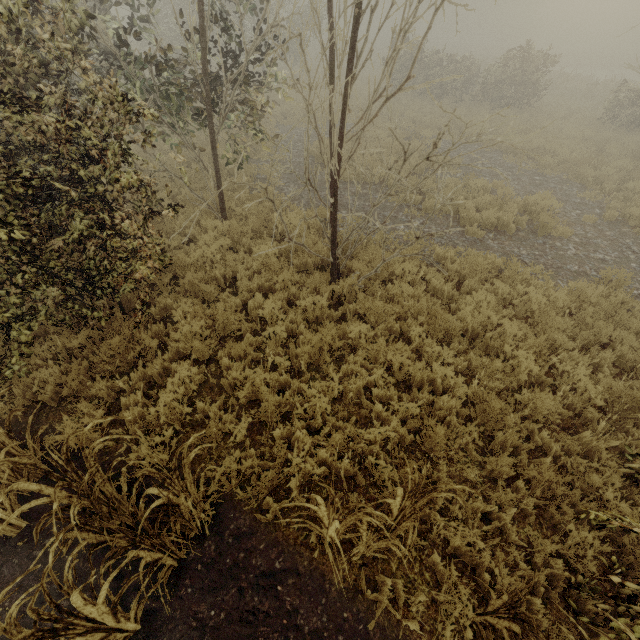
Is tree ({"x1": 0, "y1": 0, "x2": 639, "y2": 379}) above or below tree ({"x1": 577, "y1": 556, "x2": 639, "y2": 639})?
above

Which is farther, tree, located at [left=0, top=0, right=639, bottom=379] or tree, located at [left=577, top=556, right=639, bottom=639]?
tree, located at [left=0, top=0, right=639, bottom=379]

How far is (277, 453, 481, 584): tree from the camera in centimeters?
264cm

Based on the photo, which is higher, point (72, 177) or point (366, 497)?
point (72, 177)

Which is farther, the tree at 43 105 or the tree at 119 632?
the tree at 43 105
